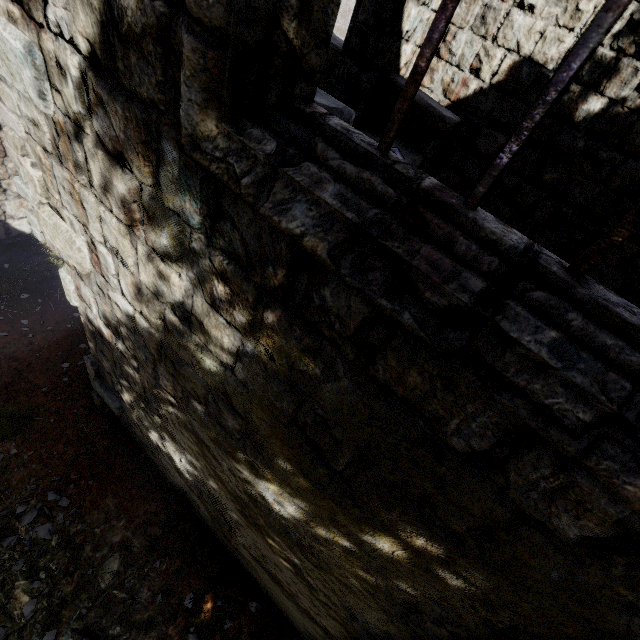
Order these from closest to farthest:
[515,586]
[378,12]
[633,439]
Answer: [633,439]
[515,586]
[378,12]
